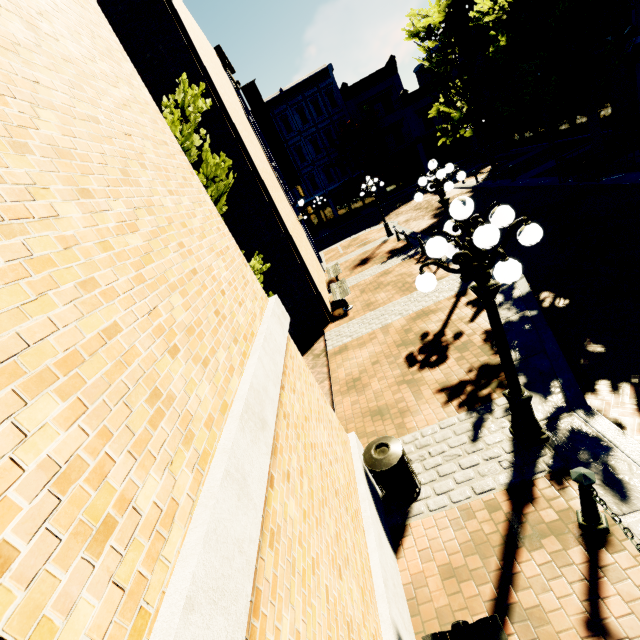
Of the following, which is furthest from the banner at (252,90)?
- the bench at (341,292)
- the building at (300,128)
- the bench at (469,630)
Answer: the bench at (469,630)

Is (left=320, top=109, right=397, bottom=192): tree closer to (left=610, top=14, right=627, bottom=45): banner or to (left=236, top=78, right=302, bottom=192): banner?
(left=610, top=14, right=627, bottom=45): banner

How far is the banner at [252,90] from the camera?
15.61m

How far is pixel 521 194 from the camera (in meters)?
15.36

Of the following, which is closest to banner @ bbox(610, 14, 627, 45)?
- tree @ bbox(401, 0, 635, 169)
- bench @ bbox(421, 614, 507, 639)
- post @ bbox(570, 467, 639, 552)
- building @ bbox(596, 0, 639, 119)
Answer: building @ bbox(596, 0, 639, 119)

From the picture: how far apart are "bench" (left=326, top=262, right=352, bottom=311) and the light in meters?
7.7

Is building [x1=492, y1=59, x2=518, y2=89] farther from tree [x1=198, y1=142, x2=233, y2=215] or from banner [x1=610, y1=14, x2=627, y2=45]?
tree [x1=198, y1=142, x2=233, y2=215]

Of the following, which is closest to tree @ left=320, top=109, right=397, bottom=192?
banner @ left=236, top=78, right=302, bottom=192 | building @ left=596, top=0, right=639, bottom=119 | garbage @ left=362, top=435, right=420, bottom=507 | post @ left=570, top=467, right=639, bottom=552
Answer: building @ left=596, top=0, right=639, bottom=119
